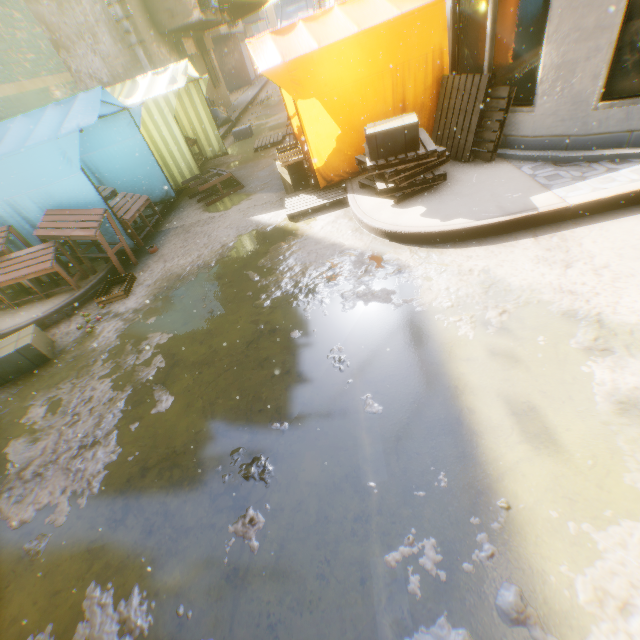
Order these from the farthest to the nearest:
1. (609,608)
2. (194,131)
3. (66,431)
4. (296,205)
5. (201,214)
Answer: (194,131) → (201,214) → (296,205) → (66,431) → (609,608)

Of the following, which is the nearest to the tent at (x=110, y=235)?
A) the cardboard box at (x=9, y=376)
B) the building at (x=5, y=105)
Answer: the building at (x=5, y=105)

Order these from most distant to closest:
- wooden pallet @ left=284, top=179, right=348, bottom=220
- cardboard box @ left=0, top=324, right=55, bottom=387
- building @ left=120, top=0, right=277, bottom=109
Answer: Answer: building @ left=120, top=0, right=277, bottom=109, wooden pallet @ left=284, top=179, right=348, bottom=220, cardboard box @ left=0, top=324, right=55, bottom=387

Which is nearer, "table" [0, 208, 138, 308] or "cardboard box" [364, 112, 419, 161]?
"cardboard box" [364, 112, 419, 161]

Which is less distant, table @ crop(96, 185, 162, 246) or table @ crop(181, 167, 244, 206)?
table @ crop(96, 185, 162, 246)

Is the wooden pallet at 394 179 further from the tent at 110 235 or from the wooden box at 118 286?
the wooden box at 118 286

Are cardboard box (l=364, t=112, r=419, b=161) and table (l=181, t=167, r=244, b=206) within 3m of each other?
no

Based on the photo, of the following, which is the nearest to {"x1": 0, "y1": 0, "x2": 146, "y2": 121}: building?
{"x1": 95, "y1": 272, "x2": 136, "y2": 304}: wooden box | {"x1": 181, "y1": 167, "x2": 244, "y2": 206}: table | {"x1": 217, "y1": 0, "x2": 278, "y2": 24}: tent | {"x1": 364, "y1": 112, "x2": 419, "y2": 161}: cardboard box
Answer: {"x1": 217, "y1": 0, "x2": 278, "y2": 24}: tent
